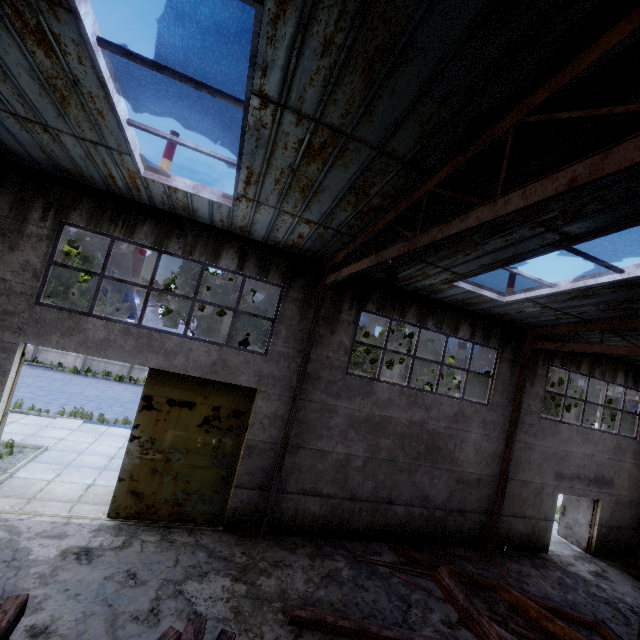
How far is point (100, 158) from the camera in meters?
6.5

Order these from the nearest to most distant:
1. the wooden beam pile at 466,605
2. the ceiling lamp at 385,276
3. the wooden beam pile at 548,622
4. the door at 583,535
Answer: the wooden beam pile at 466,605 → the ceiling lamp at 385,276 → the wooden beam pile at 548,622 → the door at 583,535

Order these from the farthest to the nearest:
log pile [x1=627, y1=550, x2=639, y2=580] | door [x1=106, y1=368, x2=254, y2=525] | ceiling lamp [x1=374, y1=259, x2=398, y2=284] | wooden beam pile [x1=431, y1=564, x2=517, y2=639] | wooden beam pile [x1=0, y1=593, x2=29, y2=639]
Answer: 1. log pile [x1=627, y1=550, x2=639, y2=580]
2. door [x1=106, y1=368, x2=254, y2=525]
3. ceiling lamp [x1=374, y1=259, x2=398, y2=284]
4. wooden beam pile [x1=431, y1=564, x2=517, y2=639]
5. wooden beam pile [x1=0, y1=593, x2=29, y2=639]

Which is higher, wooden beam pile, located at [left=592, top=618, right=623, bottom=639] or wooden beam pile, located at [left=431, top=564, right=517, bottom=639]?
wooden beam pile, located at [left=431, top=564, right=517, bottom=639]

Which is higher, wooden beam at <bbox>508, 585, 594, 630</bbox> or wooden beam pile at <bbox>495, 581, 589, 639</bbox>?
wooden beam pile at <bbox>495, 581, 589, 639</bbox>

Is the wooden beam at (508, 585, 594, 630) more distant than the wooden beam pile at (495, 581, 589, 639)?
Yes

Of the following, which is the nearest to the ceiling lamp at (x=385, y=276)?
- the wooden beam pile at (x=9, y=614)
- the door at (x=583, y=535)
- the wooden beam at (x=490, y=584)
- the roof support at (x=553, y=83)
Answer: the roof support at (x=553, y=83)

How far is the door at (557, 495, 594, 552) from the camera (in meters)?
12.94
